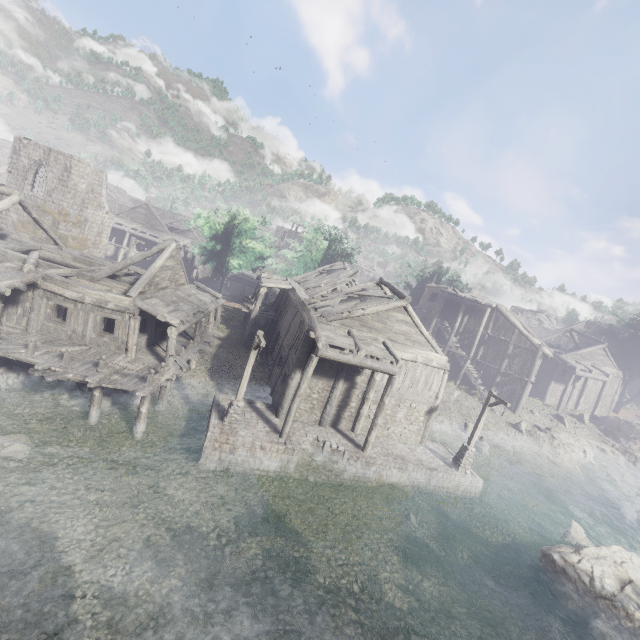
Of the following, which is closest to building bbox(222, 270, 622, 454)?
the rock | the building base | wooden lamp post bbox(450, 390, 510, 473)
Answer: the building base

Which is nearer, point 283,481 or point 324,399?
point 283,481

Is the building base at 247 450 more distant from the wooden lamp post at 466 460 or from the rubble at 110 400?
the rubble at 110 400

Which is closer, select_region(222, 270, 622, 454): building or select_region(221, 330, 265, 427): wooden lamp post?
select_region(221, 330, 265, 427): wooden lamp post

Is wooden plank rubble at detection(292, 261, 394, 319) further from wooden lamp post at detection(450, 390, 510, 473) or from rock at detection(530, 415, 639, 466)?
rock at detection(530, 415, 639, 466)

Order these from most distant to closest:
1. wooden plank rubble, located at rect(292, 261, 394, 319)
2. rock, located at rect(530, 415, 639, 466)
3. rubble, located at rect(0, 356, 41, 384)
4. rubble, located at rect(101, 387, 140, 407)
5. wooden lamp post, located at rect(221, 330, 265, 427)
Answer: rock, located at rect(530, 415, 639, 466), wooden plank rubble, located at rect(292, 261, 394, 319), rubble, located at rect(101, 387, 140, 407), rubble, located at rect(0, 356, 41, 384), wooden lamp post, located at rect(221, 330, 265, 427)

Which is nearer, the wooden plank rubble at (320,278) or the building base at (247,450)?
the building base at (247,450)

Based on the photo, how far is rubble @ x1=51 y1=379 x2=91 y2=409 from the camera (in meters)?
15.74
